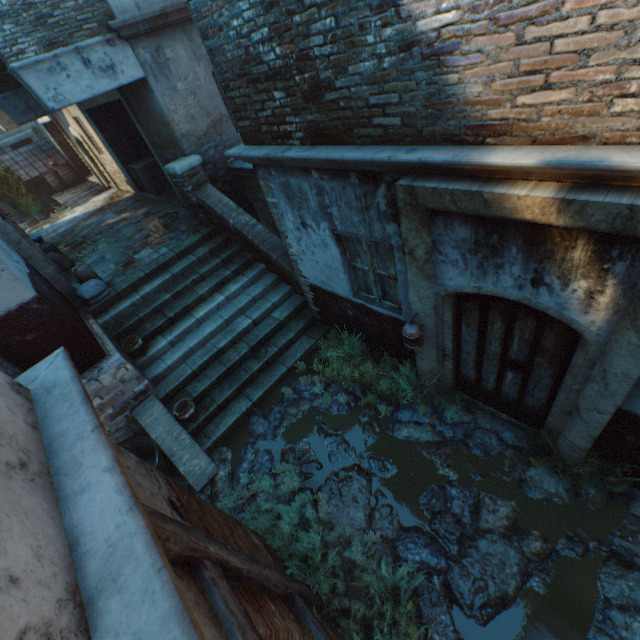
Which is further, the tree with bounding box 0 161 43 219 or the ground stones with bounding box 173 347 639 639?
the tree with bounding box 0 161 43 219

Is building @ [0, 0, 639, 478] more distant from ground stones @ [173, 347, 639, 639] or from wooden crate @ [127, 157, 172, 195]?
wooden crate @ [127, 157, 172, 195]

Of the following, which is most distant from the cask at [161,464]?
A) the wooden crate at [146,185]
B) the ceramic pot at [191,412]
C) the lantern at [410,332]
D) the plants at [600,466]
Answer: the wooden crate at [146,185]

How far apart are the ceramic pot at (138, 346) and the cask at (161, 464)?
1.5 meters

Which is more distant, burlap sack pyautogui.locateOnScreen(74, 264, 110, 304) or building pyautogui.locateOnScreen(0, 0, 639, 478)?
burlap sack pyautogui.locateOnScreen(74, 264, 110, 304)

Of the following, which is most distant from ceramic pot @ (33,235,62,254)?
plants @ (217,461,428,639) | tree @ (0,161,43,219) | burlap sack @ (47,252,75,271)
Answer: tree @ (0,161,43,219)

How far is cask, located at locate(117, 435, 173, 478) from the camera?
5.5m

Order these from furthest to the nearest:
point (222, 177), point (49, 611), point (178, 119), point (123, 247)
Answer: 1. point (123, 247)
2. point (222, 177)
3. point (178, 119)
4. point (49, 611)
